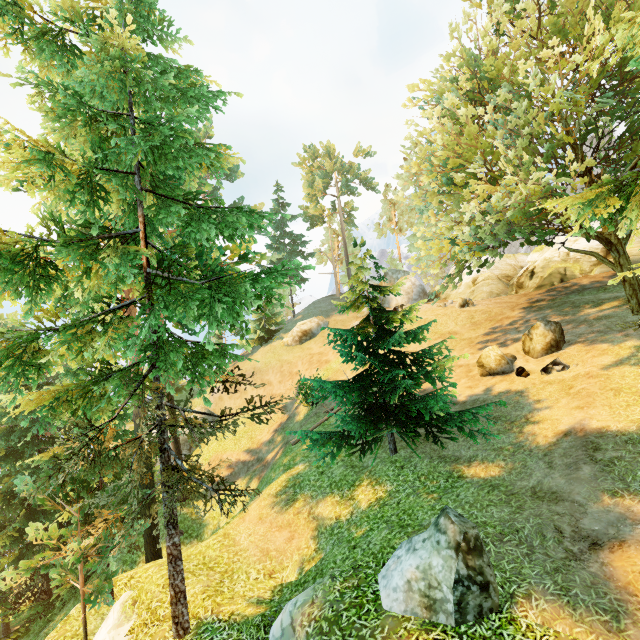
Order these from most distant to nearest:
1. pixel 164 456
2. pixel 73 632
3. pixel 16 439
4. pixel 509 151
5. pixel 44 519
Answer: pixel 44 519 < pixel 16 439 < pixel 73 632 < pixel 509 151 < pixel 164 456

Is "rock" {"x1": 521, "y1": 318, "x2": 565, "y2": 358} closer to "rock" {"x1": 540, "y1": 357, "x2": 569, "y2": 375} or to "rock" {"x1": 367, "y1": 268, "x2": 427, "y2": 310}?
"rock" {"x1": 540, "y1": 357, "x2": 569, "y2": 375}

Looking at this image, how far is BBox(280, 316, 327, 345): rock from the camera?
35.28m

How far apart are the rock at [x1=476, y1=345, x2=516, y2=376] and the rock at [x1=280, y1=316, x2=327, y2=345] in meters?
21.0 m

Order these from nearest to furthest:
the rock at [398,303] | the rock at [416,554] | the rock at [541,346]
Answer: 1. the rock at [416,554]
2. the rock at [541,346]
3. the rock at [398,303]

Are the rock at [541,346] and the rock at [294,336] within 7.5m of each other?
no

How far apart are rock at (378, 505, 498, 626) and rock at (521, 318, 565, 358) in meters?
11.3

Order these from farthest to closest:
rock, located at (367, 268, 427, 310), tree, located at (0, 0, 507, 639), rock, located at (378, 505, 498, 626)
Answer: rock, located at (367, 268, 427, 310), tree, located at (0, 0, 507, 639), rock, located at (378, 505, 498, 626)
